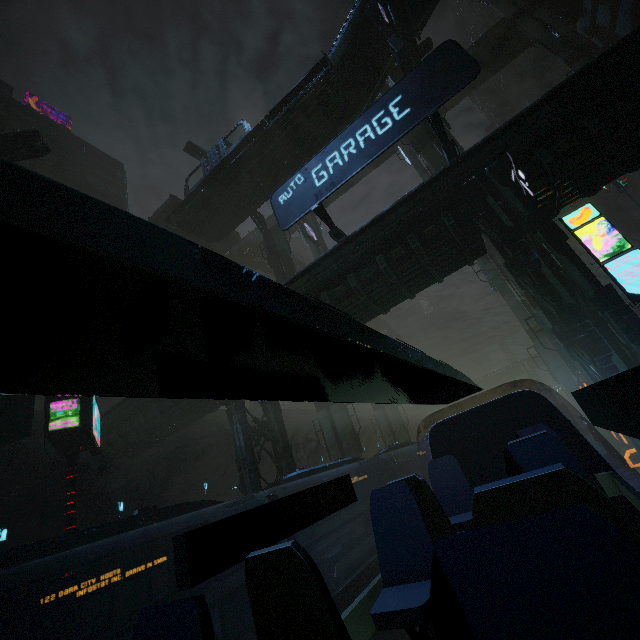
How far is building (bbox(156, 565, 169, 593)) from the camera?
20.2 meters

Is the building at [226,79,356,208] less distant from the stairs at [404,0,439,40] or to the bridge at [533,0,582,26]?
the stairs at [404,0,439,40]

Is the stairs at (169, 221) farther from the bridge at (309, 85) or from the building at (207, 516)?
the building at (207, 516)

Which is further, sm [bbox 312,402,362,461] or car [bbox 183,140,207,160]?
car [bbox 183,140,207,160]

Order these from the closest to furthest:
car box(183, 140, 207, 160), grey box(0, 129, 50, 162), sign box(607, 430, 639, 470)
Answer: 1. sign box(607, 430, 639, 470)
2. grey box(0, 129, 50, 162)
3. car box(183, 140, 207, 160)

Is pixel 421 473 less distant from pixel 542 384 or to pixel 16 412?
pixel 16 412

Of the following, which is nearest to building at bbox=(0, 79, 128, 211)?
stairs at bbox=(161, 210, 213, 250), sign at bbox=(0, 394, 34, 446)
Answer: sign at bbox=(0, 394, 34, 446)

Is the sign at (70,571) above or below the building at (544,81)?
below
